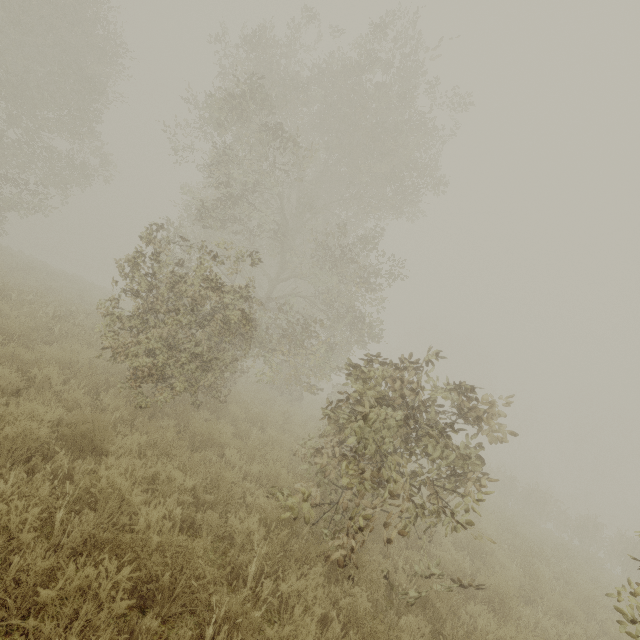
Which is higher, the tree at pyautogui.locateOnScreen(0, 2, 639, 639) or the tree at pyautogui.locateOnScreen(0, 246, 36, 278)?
the tree at pyautogui.locateOnScreen(0, 2, 639, 639)

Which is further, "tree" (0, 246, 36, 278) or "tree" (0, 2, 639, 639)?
"tree" (0, 246, 36, 278)

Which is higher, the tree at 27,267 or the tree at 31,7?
the tree at 31,7

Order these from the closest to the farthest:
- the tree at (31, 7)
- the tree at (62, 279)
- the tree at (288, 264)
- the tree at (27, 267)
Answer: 1. the tree at (288, 264)
2. the tree at (31, 7)
3. the tree at (27, 267)
4. the tree at (62, 279)

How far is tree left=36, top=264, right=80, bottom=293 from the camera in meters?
17.5 m

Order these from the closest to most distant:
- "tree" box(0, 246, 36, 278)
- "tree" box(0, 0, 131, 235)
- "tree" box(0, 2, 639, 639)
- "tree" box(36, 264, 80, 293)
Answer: "tree" box(0, 2, 639, 639) < "tree" box(0, 0, 131, 235) < "tree" box(0, 246, 36, 278) < "tree" box(36, 264, 80, 293)

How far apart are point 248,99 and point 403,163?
6.85m

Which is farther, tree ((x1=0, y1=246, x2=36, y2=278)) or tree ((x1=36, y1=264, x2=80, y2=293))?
tree ((x1=36, y1=264, x2=80, y2=293))
